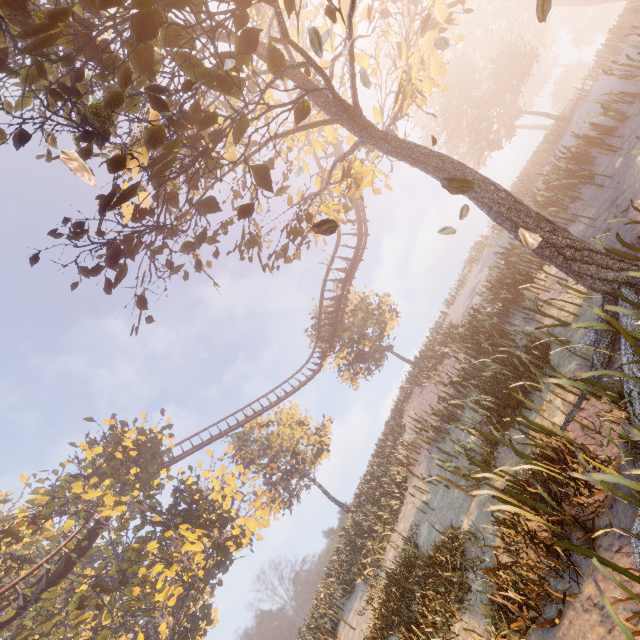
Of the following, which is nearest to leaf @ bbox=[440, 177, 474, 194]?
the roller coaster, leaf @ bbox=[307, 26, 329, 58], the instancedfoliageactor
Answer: leaf @ bbox=[307, 26, 329, 58]

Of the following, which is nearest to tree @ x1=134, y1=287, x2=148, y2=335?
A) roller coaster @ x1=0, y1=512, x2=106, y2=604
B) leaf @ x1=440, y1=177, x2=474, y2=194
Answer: roller coaster @ x1=0, y1=512, x2=106, y2=604

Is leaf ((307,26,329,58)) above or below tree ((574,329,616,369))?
above

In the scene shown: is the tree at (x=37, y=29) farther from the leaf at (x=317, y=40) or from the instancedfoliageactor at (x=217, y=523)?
the instancedfoliageactor at (x=217, y=523)

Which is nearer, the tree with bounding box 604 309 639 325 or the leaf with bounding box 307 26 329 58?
the leaf with bounding box 307 26 329 58

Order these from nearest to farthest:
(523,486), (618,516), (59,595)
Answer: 1. (618,516)
2. (523,486)
3. (59,595)

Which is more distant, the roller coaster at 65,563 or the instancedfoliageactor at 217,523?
the roller coaster at 65,563

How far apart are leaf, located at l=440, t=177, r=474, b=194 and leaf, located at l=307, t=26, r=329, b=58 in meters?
0.7
